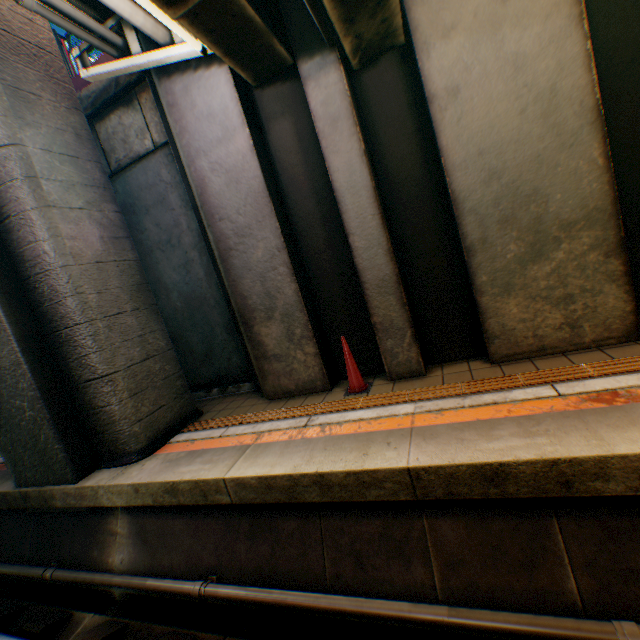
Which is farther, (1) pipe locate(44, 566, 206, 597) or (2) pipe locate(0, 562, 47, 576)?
(2) pipe locate(0, 562, 47, 576)

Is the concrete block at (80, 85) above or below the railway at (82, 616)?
above

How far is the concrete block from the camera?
6.5m

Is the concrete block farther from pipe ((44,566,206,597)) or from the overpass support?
pipe ((44,566,206,597))

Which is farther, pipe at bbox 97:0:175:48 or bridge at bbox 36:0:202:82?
bridge at bbox 36:0:202:82

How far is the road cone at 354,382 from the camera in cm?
461

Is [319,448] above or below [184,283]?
below

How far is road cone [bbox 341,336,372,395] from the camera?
4.6 meters
